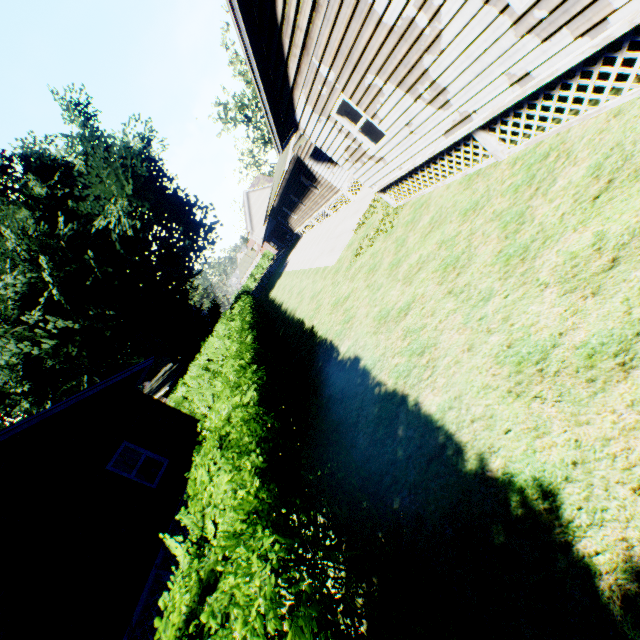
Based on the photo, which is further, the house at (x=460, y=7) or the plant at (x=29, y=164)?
Answer: the plant at (x=29, y=164)

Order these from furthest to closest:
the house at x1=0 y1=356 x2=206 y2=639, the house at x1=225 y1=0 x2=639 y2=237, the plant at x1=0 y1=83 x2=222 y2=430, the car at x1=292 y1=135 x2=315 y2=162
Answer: the plant at x1=0 y1=83 x2=222 y2=430, the car at x1=292 y1=135 x2=315 y2=162, the house at x1=0 y1=356 x2=206 y2=639, the house at x1=225 y1=0 x2=639 y2=237

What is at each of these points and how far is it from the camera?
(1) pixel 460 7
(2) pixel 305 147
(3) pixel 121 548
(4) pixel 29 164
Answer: (1) house, 4.7m
(2) car, 17.2m
(3) house, 8.5m
(4) plant, 25.6m

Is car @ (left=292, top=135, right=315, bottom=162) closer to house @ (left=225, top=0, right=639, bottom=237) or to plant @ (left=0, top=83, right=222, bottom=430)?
house @ (left=225, top=0, right=639, bottom=237)

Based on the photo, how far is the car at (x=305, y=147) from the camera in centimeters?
1668cm

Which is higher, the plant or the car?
the plant

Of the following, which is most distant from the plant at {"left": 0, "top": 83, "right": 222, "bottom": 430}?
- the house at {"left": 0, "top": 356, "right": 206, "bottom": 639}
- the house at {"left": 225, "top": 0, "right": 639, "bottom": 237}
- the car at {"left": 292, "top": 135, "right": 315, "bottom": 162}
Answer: the house at {"left": 225, "top": 0, "right": 639, "bottom": 237}

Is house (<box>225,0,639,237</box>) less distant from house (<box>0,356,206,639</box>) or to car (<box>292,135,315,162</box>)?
car (<box>292,135,315,162</box>)
